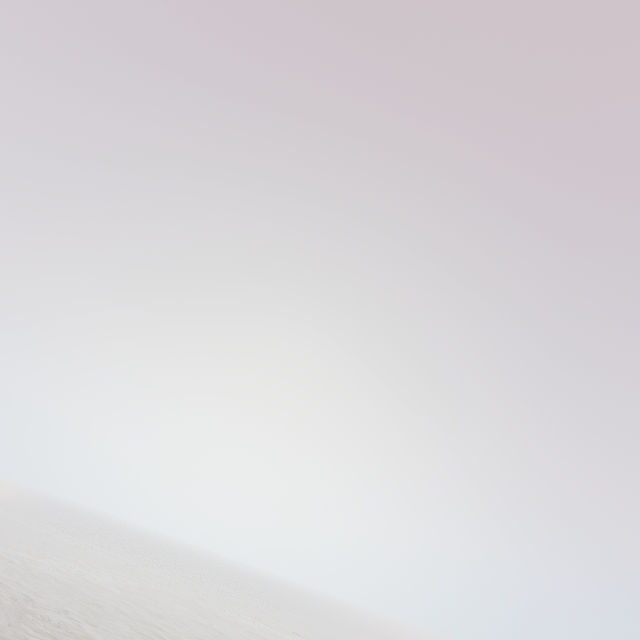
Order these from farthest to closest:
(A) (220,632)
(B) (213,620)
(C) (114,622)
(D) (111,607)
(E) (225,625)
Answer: (B) (213,620) < (E) (225,625) < (A) (220,632) < (D) (111,607) < (C) (114,622)
